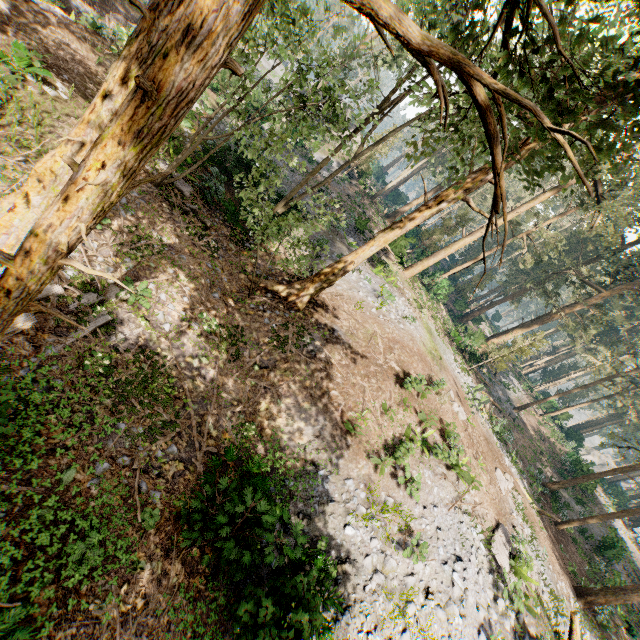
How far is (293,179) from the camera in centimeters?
2666cm

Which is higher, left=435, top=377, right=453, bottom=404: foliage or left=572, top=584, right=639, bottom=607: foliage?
left=572, top=584, right=639, bottom=607: foliage

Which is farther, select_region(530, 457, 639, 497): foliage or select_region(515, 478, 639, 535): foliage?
select_region(530, 457, 639, 497): foliage

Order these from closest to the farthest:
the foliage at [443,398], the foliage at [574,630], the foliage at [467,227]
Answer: the foliage at [467,227] < the foliage at [574,630] < the foliage at [443,398]

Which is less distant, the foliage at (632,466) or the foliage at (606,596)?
the foliage at (606,596)

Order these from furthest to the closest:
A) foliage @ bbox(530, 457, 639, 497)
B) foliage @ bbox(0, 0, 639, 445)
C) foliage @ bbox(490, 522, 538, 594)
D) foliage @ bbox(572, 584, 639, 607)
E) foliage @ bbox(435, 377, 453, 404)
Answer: foliage @ bbox(530, 457, 639, 497), foliage @ bbox(572, 584, 639, 607), foliage @ bbox(435, 377, 453, 404), foliage @ bbox(490, 522, 538, 594), foliage @ bbox(0, 0, 639, 445)

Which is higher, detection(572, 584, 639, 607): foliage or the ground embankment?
detection(572, 584, 639, 607): foliage
